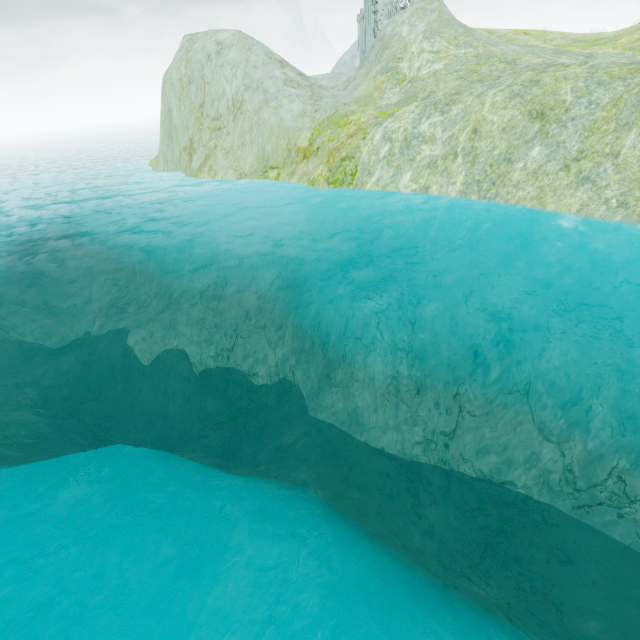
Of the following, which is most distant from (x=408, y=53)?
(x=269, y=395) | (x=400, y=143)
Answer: (x=269, y=395)
